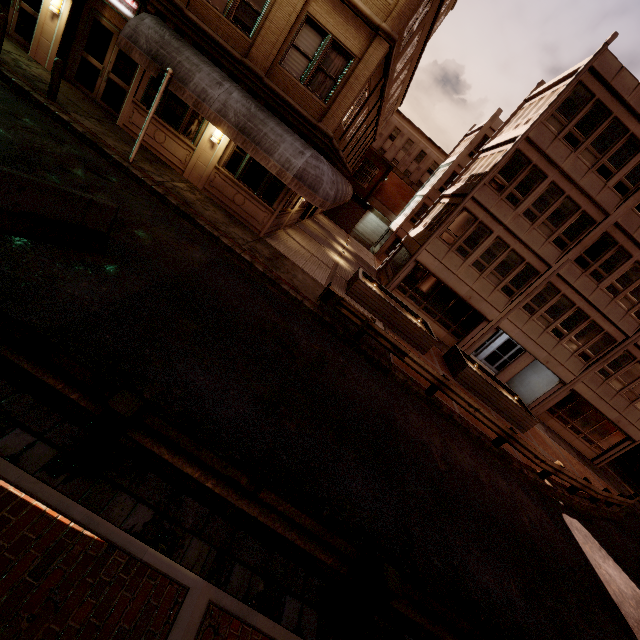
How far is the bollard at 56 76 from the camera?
9.9m

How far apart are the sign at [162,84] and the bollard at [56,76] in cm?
280

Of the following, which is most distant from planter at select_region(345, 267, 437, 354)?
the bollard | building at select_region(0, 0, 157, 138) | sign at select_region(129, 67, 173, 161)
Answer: the bollard

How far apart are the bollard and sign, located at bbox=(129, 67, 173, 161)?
2.8m

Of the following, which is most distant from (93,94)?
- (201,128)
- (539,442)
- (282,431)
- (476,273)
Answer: (539,442)

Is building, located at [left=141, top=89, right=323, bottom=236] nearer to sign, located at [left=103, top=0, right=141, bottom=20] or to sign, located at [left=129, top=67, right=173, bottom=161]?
sign, located at [left=103, top=0, right=141, bottom=20]

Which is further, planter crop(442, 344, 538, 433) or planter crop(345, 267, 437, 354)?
planter crop(442, 344, 538, 433)

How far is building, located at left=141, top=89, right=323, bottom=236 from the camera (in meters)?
12.46
